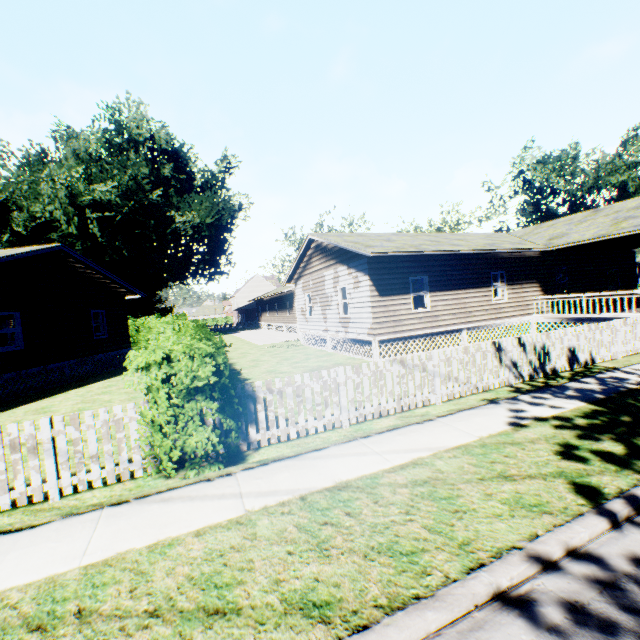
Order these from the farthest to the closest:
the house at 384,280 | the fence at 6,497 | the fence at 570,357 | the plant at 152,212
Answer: the plant at 152,212 < the house at 384,280 < the fence at 570,357 < the fence at 6,497

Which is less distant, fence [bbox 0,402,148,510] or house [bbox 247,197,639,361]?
fence [bbox 0,402,148,510]

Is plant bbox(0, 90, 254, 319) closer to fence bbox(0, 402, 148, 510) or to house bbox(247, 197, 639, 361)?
house bbox(247, 197, 639, 361)

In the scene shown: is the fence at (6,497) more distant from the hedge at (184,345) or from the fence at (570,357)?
the fence at (570,357)

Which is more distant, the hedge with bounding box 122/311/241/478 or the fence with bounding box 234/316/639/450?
the fence with bounding box 234/316/639/450

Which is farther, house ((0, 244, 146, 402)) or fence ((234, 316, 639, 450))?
house ((0, 244, 146, 402))

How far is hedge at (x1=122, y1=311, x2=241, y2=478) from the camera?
4.92m

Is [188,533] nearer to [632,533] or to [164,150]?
[632,533]
